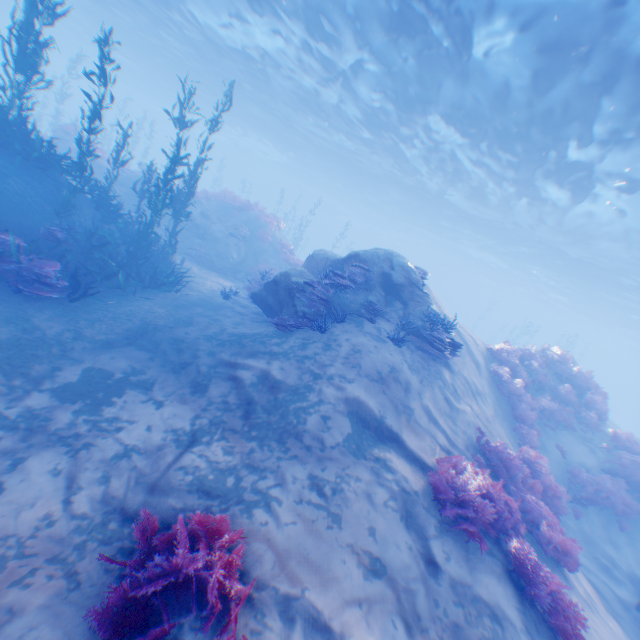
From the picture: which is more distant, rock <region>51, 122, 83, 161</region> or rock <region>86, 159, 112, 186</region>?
rock <region>86, 159, 112, 186</region>

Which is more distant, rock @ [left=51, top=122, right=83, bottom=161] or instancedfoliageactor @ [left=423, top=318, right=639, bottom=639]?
rock @ [left=51, top=122, right=83, bottom=161]

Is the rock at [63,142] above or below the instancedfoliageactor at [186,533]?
above

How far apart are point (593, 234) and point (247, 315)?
23.9 meters

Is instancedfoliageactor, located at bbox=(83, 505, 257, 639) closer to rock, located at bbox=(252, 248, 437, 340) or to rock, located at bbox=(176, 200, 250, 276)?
rock, located at bbox=(252, 248, 437, 340)

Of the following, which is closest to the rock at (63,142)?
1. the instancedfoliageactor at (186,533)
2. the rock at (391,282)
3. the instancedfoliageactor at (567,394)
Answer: the rock at (391,282)

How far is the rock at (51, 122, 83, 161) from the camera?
17.73m
